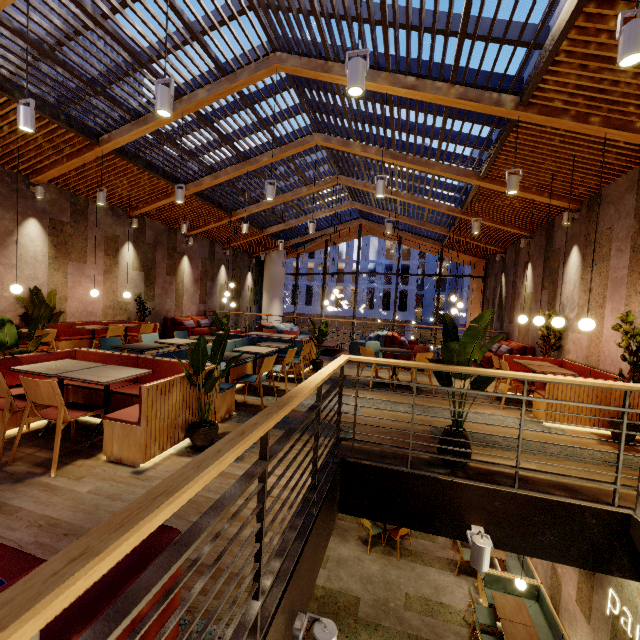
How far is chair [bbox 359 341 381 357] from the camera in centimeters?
653cm

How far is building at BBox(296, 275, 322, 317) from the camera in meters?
41.8

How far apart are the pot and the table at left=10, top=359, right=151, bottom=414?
0.8m

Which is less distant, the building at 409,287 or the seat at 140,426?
the seat at 140,426

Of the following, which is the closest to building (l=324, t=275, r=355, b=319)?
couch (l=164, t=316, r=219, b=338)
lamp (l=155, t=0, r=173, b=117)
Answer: couch (l=164, t=316, r=219, b=338)

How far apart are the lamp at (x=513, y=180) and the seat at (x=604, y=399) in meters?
2.9 m

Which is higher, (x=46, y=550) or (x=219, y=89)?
(x=219, y=89)

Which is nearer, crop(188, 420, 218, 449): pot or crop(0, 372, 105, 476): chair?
crop(0, 372, 105, 476): chair
